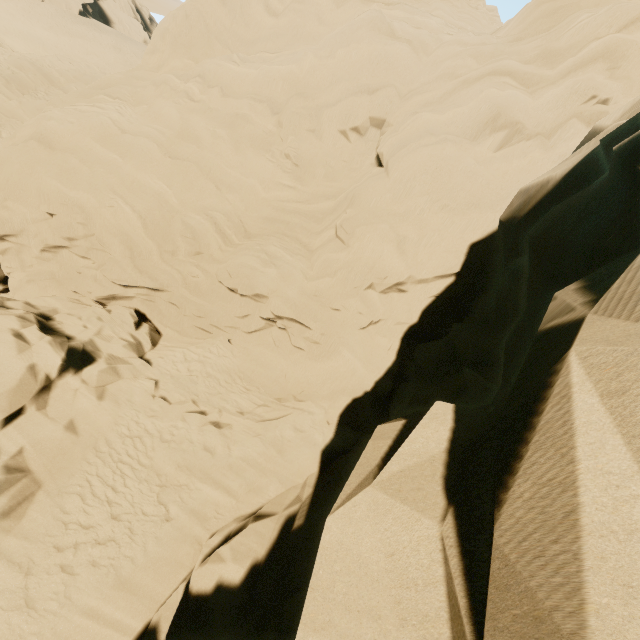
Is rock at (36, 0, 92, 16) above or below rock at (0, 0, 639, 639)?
below

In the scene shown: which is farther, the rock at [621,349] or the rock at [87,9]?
the rock at [87,9]

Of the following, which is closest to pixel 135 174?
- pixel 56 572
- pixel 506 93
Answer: pixel 56 572

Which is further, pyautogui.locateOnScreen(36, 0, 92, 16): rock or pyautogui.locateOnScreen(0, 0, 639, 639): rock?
pyautogui.locateOnScreen(36, 0, 92, 16): rock

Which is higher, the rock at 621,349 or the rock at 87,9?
the rock at 621,349
